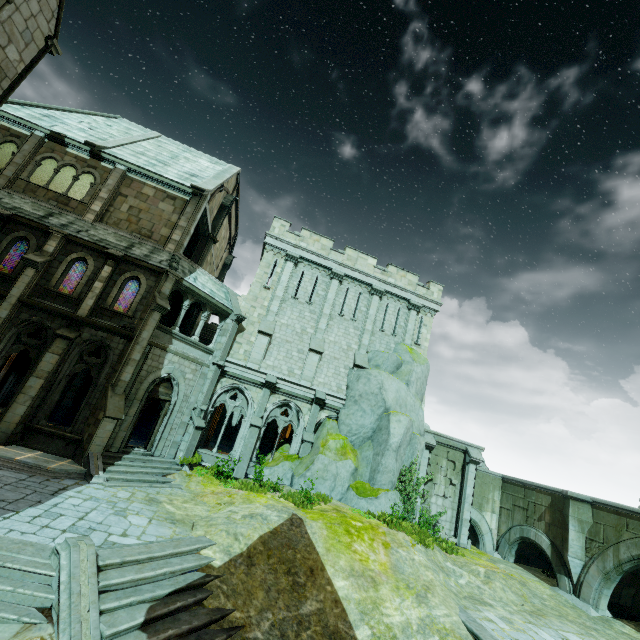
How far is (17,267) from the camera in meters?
14.6 m

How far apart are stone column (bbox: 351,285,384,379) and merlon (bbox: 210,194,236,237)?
11.7 meters

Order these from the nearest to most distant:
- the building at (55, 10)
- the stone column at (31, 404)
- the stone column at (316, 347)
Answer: the building at (55, 10) → the stone column at (31, 404) → the stone column at (316, 347)

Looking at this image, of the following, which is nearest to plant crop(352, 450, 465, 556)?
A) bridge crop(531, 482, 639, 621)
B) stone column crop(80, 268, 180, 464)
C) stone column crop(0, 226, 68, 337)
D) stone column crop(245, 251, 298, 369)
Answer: bridge crop(531, 482, 639, 621)

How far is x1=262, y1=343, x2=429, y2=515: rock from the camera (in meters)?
17.11

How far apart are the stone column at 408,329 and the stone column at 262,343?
8.6m

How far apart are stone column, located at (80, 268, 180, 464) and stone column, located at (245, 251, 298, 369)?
5.20m

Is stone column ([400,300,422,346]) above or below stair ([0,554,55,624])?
above
